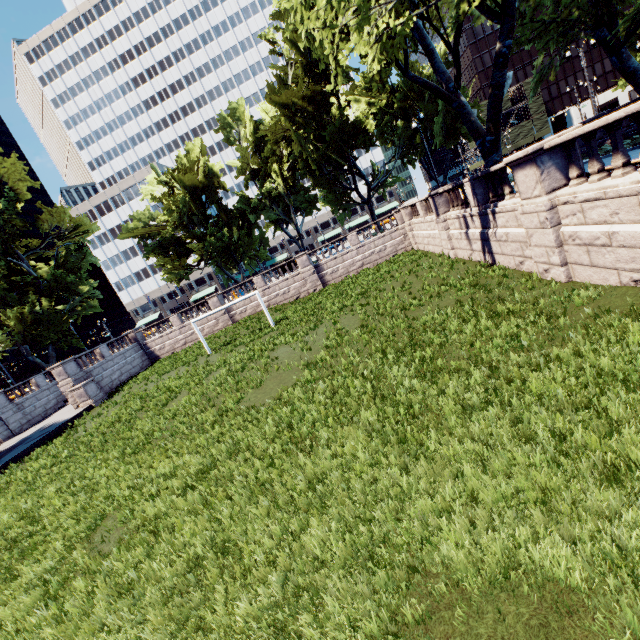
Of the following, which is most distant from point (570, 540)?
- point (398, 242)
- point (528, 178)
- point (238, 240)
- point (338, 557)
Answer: point (238, 240)

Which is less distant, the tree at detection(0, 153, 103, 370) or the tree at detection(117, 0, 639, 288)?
the tree at detection(117, 0, 639, 288)

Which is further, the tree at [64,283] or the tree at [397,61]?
the tree at [64,283]
